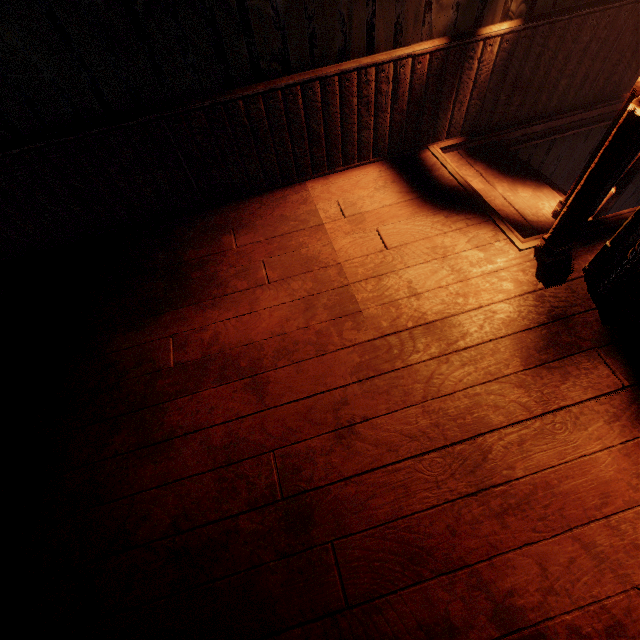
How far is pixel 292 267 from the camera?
2.55m
